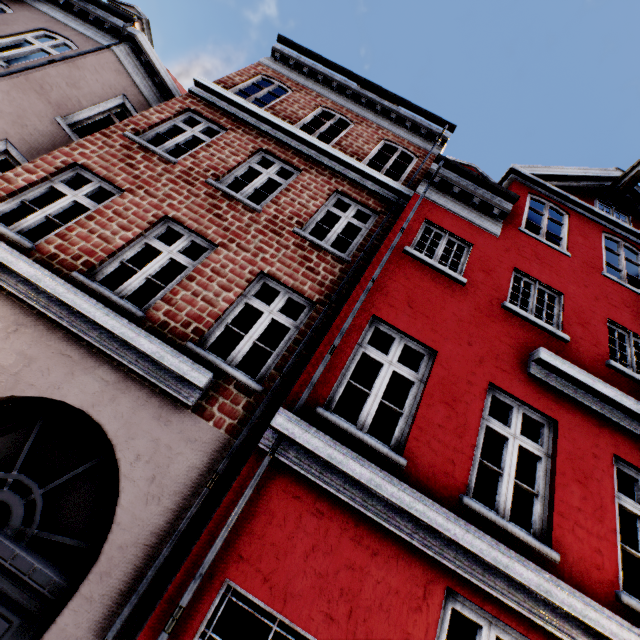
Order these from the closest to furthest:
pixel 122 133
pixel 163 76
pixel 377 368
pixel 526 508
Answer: pixel 122 133
pixel 163 76
pixel 526 508
pixel 377 368
